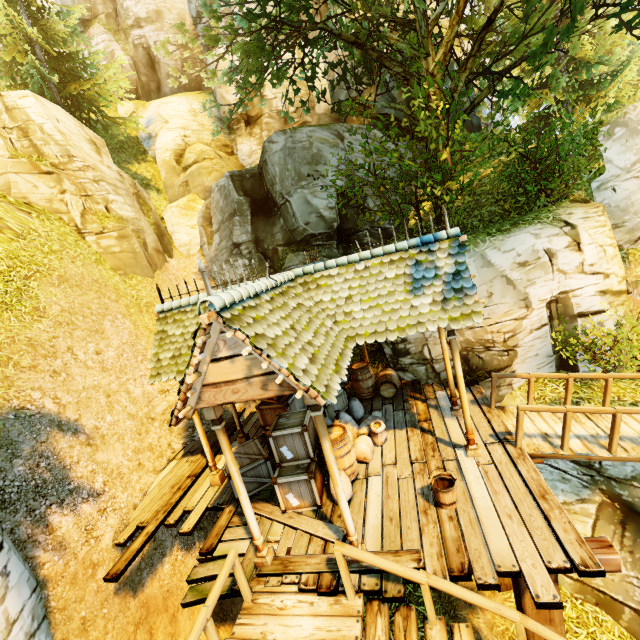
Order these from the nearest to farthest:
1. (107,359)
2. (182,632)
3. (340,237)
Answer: (182,632) < (107,359) < (340,237)

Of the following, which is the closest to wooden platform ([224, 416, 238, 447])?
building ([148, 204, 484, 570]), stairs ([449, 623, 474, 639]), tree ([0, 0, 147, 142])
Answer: building ([148, 204, 484, 570])

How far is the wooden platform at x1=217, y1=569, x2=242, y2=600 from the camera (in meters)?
5.22

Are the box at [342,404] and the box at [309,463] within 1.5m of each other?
yes

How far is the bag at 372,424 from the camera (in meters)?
7.26

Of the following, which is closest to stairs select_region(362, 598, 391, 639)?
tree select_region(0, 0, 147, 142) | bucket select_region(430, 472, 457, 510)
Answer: bucket select_region(430, 472, 457, 510)

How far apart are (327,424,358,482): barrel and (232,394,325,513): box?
0.1m

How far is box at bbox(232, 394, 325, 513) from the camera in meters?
6.2
